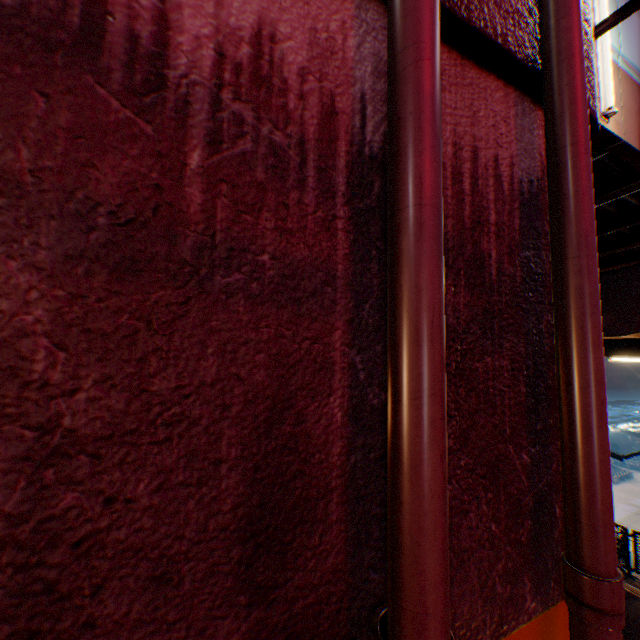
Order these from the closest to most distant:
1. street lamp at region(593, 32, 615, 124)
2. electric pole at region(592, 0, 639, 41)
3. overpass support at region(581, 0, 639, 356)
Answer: overpass support at region(581, 0, 639, 356) → electric pole at region(592, 0, 639, 41) → street lamp at region(593, 32, 615, 124)

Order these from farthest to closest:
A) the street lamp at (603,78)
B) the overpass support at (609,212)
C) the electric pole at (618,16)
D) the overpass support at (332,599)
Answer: the street lamp at (603,78) → the electric pole at (618,16) → the overpass support at (609,212) → the overpass support at (332,599)

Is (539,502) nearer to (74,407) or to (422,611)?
(422,611)

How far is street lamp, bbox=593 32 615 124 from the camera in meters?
4.0 m

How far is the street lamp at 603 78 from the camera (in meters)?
3.97

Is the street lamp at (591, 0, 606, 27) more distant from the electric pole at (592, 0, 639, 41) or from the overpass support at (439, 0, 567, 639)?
the electric pole at (592, 0, 639, 41)

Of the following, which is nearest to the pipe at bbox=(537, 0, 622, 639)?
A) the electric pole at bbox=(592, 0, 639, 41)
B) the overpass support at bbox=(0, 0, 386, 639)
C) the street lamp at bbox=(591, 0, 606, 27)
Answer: the overpass support at bbox=(0, 0, 386, 639)

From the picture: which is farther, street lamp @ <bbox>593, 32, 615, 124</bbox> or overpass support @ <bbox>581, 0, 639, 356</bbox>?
street lamp @ <bbox>593, 32, 615, 124</bbox>
